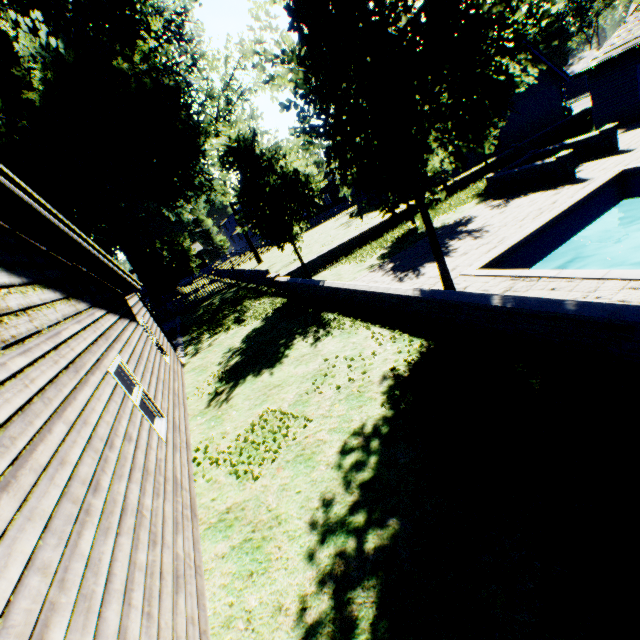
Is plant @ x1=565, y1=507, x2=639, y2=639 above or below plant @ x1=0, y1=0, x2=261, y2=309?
below

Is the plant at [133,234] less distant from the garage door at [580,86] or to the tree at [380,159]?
the tree at [380,159]

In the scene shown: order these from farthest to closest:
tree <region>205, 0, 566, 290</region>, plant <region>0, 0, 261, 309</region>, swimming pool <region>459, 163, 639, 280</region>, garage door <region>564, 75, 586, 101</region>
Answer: garage door <region>564, 75, 586, 101</region>
plant <region>0, 0, 261, 309</region>
swimming pool <region>459, 163, 639, 280</region>
tree <region>205, 0, 566, 290</region>

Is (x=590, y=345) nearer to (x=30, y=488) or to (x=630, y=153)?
(x=30, y=488)

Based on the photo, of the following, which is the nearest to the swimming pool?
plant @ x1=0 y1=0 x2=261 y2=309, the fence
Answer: plant @ x1=0 y1=0 x2=261 y2=309

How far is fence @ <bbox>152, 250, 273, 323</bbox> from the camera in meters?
21.2 m

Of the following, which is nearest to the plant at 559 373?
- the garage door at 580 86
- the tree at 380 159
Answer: the tree at 380 159

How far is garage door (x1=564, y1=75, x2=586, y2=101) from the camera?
52.8 meters
